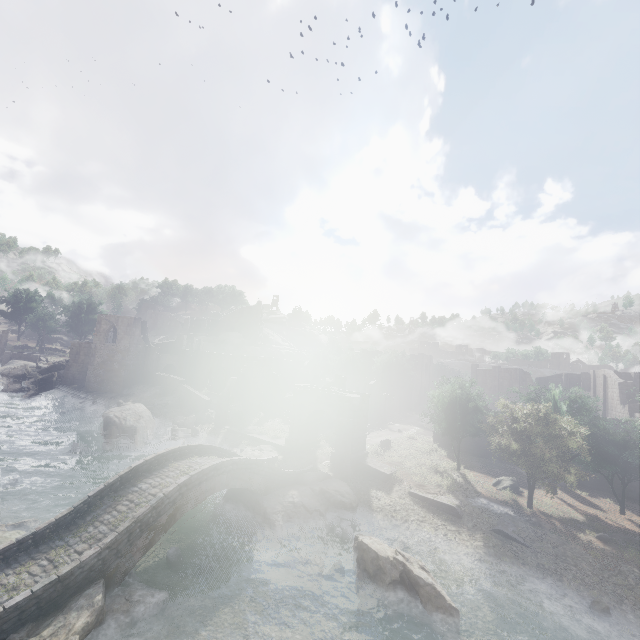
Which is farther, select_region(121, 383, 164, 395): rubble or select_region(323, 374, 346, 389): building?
select_region(121, 383, 164, 395): rubble

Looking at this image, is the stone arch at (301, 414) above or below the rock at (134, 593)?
above

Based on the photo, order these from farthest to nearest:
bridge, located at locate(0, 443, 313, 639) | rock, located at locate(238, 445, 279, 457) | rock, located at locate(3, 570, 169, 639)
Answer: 1. rock, located at locate(238, 445, 279, 457)
2. bridge, located at locate(0, 443, 313, 639)
3. rock, located at locate(3, 570, 169, 639)

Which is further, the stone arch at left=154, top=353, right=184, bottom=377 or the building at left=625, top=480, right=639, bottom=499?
the stone arch at left=154, top=353, right=184, bottom=377

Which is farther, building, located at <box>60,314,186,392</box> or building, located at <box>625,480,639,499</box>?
building, located at <box>60,314,186,392</box>

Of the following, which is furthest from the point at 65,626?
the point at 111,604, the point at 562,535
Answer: the point at 562,535

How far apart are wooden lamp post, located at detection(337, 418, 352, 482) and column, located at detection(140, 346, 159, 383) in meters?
36.4

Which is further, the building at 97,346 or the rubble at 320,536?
the building at 97,346
